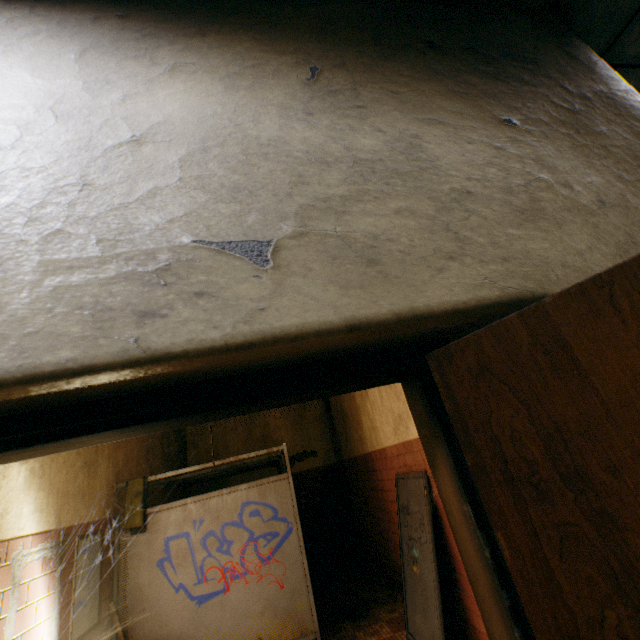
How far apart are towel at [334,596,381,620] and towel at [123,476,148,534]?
3.0 meters

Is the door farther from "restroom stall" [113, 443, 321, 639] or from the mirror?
"restroom stall" [113, 443, 321, 639]

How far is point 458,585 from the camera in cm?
330

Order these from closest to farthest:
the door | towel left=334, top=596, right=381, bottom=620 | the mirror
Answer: the door < the mirror < towel left=334, top=596, right=381, bottom=620

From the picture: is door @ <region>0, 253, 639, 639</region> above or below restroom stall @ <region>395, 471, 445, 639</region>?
above

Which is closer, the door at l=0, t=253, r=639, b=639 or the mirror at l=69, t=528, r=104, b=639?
the door at l=0, t=253, r=639, b=639

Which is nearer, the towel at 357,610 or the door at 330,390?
the door at 330,390

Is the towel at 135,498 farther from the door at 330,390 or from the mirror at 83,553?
A: the door at 330,390
